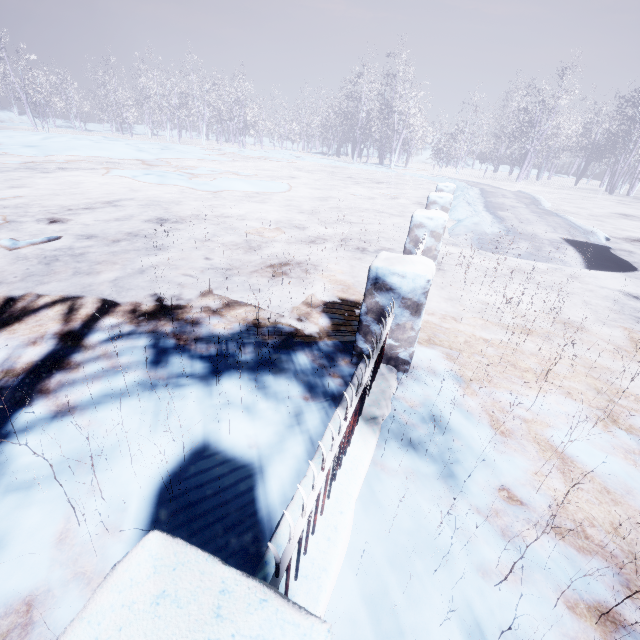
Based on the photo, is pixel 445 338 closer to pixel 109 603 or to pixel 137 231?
pixel 109 603
